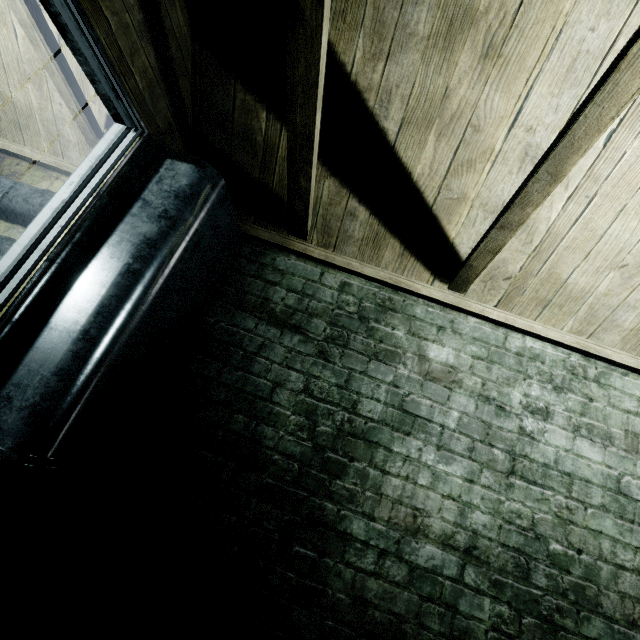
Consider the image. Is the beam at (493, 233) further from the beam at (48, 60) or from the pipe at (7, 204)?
the pipe at (7, 204)

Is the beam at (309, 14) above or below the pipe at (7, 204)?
above

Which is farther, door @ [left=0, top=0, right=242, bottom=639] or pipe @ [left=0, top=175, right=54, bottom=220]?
pipe @ [left=0, top=175, right=54, bottom=220]

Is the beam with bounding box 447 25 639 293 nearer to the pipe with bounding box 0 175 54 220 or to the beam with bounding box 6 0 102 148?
the beam with bounding box 6 0 102 148

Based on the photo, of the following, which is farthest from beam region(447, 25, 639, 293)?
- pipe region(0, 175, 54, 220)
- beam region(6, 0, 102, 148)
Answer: pipe region(0, 175, 54, 220)

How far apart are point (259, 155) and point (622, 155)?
1.57m

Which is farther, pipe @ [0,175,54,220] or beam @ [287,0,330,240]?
pipe @ [0,175,54,220]
